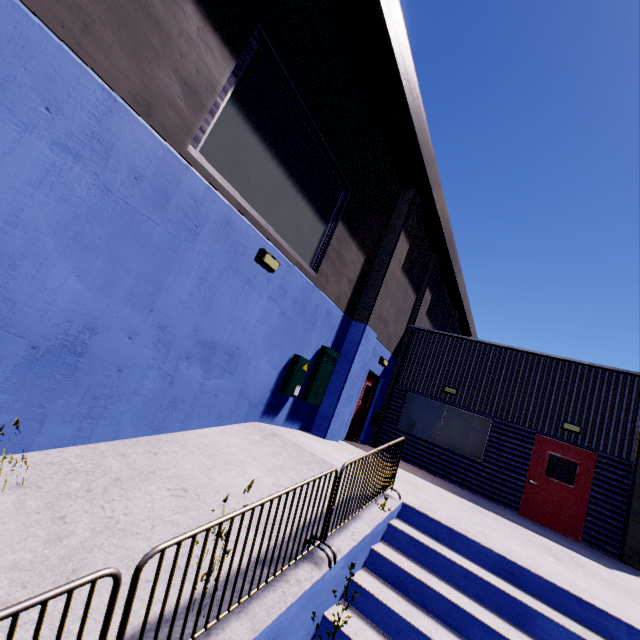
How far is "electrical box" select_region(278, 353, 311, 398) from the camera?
7.7m

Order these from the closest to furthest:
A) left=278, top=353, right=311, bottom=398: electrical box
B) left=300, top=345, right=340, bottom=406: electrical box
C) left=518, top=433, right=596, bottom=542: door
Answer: left=278, top=353, right=311, bottom=398: electrical box
left=300, top=345, right=340, bottom=406: electrical box
left=518, top=433, right=596, bottom=542: door

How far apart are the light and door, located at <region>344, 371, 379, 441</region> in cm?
599

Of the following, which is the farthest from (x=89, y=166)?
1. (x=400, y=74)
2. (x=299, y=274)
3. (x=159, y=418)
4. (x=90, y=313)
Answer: (x=400, y=74)

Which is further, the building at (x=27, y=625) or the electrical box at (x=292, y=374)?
the electrical box at (x=292, y=374)

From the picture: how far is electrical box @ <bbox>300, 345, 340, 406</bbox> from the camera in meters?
8.5

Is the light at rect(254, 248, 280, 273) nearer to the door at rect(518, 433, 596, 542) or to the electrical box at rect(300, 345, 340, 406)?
the electrical box at rect(300, 345, 340, 406)

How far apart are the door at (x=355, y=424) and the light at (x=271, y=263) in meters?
6.0
